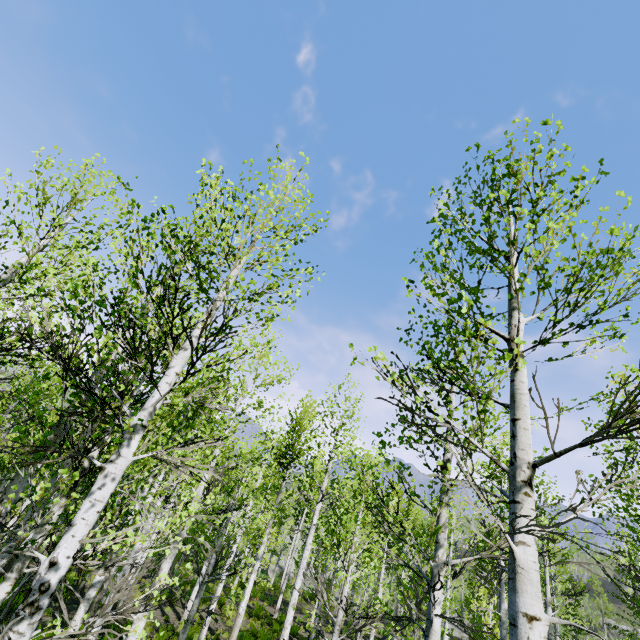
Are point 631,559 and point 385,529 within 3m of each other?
no
